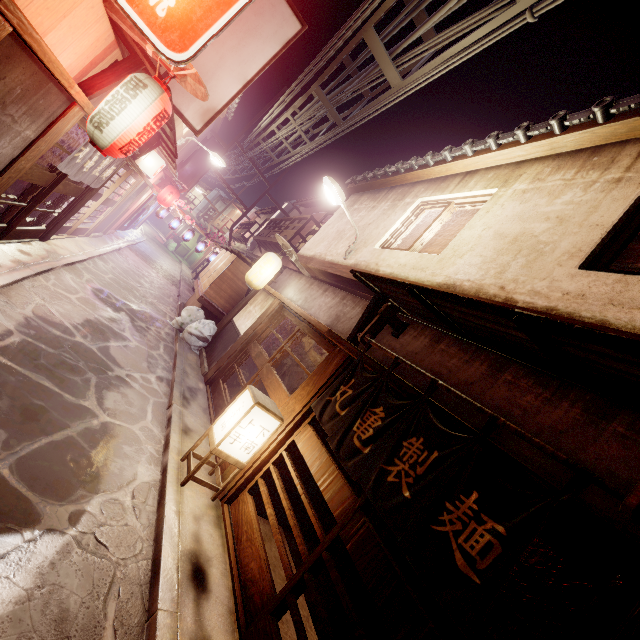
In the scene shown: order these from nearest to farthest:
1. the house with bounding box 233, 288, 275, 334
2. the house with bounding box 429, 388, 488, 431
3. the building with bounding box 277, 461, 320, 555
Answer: the house with bounding box 429, 388, 488, 431
the building with bounding box 277, 461, 320, 555
the house with bounding box 233, 288, 275, 334

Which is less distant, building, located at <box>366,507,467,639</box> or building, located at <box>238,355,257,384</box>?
building, located at <box>366,507,467,639</box>

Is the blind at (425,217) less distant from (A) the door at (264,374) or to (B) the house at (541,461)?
(B) the house at (541,461)

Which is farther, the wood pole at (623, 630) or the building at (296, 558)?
the building at (296, 558)

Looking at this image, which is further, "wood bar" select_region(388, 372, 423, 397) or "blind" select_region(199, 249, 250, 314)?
"blind" select_region(199, 249, 250, 314)

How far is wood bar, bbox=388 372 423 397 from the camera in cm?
629

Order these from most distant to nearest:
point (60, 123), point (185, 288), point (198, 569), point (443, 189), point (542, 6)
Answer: point (185, 288) → point (443, 189) → point (60, 123) → point (542, 6) → point (198, 569)

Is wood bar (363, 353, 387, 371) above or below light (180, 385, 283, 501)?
above
